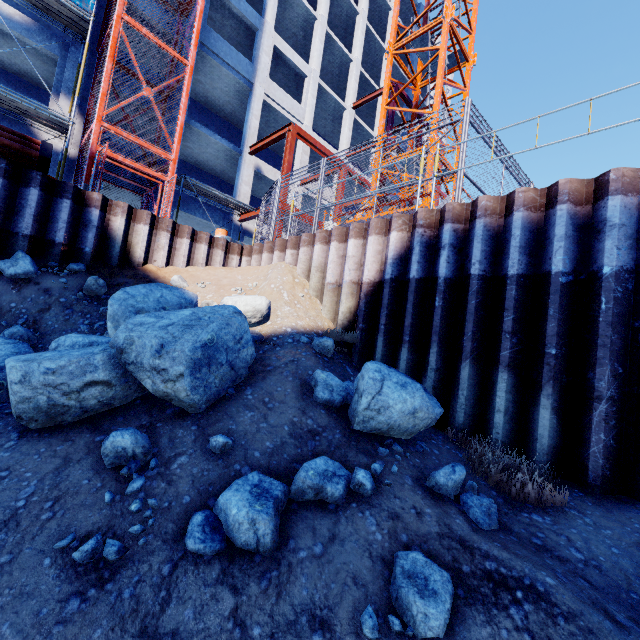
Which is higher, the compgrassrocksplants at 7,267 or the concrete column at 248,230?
the concrete column at 248,230

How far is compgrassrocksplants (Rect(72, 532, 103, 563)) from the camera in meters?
2.1

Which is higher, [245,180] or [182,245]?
[245,180]

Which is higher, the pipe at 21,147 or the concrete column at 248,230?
the concrete column at 248,230

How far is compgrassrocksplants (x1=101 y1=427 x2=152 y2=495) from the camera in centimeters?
265cm

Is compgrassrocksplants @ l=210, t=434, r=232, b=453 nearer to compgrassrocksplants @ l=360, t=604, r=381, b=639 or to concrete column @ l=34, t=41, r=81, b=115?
compgrassrocksplants @ l=360, t=604, r=381, b=639

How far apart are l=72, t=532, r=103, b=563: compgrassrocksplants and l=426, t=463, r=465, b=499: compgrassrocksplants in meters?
2.5

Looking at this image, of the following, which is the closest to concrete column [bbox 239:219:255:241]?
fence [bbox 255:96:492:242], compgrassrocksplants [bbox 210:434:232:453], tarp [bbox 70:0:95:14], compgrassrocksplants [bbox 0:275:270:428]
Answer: tarp [bbox 70:0:95:14]
